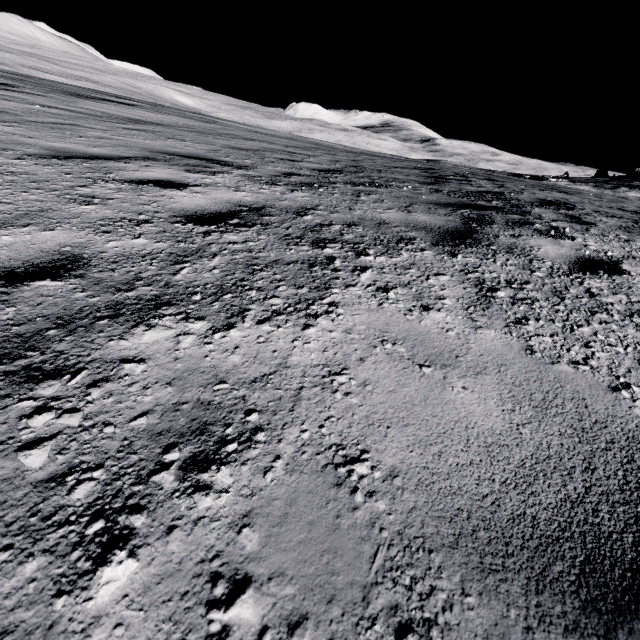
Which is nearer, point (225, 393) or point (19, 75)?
point (225, 393)
